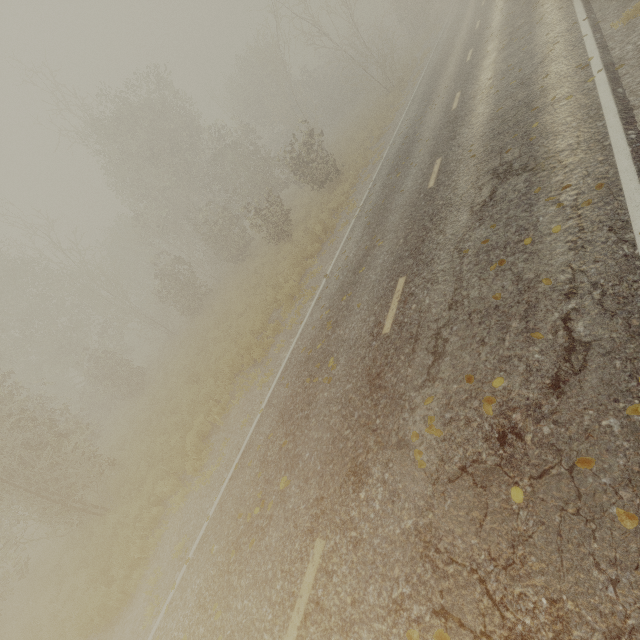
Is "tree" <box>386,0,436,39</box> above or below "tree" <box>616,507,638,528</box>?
above

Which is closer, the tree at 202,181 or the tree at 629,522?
the tree at 629,522

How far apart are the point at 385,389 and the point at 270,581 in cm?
317

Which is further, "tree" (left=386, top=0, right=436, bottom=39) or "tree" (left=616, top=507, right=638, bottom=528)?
"tree" (left=386, top=0, right=436, bottom=39)

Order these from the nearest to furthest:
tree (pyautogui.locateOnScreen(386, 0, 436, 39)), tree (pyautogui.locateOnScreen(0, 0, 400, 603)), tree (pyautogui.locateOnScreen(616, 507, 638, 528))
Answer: tree (pyautogui.locateOnScreen(616, 507, 638, 528)) → tree (pyautogui.locateOnScreen(0, 0, 400, 603)) → tree (pyautogui.locateOnScreen(386, 0, 436, 39))
